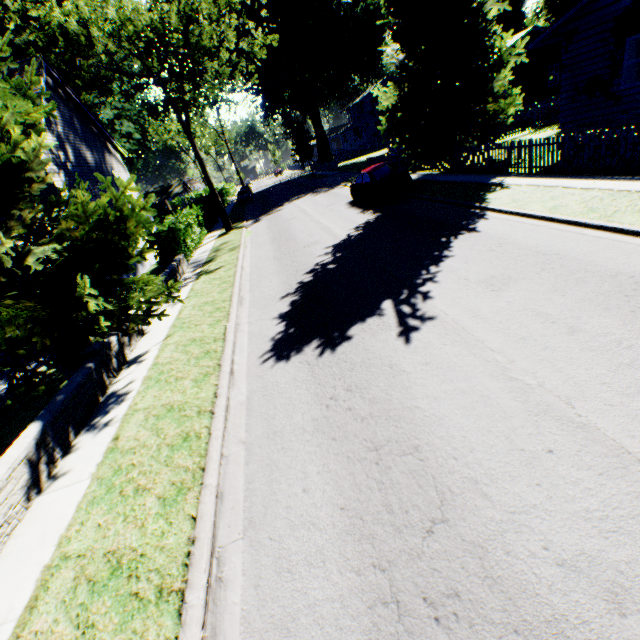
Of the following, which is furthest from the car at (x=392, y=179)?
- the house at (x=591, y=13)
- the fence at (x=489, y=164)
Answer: the house at (x=591, y=13)

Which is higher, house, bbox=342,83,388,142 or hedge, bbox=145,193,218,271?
house, bbox=342,83,388,142

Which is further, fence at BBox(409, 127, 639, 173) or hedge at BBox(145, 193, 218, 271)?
hedge at BBox(145, 193, 218, 271)

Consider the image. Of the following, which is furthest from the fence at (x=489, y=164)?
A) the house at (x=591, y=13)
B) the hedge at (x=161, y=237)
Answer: the hedge at (x=161, y=237)

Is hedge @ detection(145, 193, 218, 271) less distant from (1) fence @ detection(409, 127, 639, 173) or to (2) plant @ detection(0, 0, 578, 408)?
(2) plant @ detection(0, 0, 578, 408)

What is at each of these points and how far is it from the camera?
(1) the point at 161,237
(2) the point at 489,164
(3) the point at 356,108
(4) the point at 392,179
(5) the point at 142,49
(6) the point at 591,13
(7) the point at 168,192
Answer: (1) hedge, 15.66m
(2) fence, 14.91m
(3) house, 59.56m
(4) car, 15.79m
(5) plant, 19.14m
(6) house, 11.98m
(7) house, 56.28m

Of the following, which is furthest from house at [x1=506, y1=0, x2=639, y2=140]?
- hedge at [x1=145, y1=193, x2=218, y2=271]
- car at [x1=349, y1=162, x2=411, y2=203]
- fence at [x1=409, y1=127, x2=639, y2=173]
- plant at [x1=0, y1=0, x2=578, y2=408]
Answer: hedge at [x1=145, y1=193, x2=218, y2=271]

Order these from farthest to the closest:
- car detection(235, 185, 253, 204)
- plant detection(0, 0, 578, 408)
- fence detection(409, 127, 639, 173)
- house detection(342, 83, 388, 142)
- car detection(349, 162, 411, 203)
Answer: house detection(342, 83, 388, 142) → car detection(235, 185, 253, 204) → car detection(349, 162, 411, 203) → fence detection(409, 127, 639, 173) → plant detection(0, 0, 578, 408)
